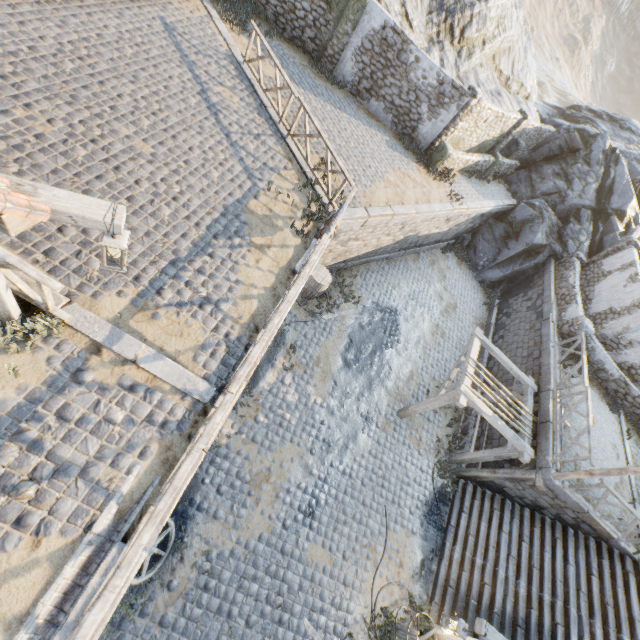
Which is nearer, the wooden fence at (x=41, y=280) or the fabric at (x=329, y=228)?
the wooden fence at (x=41, y=280)

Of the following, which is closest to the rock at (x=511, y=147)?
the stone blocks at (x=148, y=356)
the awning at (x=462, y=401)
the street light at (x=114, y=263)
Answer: the stone blocks at (x=148, y=356)

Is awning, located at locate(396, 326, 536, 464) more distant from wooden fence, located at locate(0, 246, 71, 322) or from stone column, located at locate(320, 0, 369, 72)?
stone column, located at locate(320, 0, 369, 72)

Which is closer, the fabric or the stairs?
the fabric

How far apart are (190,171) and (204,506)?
8.28m

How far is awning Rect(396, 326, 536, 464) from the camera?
9.9 meters

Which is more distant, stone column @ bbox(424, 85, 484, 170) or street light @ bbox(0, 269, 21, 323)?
stone column @ bbox(424, 85, 484, 170)

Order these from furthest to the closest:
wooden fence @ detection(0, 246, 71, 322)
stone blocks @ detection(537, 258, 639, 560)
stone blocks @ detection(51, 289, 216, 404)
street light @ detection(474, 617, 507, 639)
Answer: stone blocks @ detection(537, 258, 639, 560) → street light @ detection(474, 617, 507, 639) → stone blocks @ detection(51, 289, 216, 404) → wooden fence @ detection(0, 246, 71, 322)
